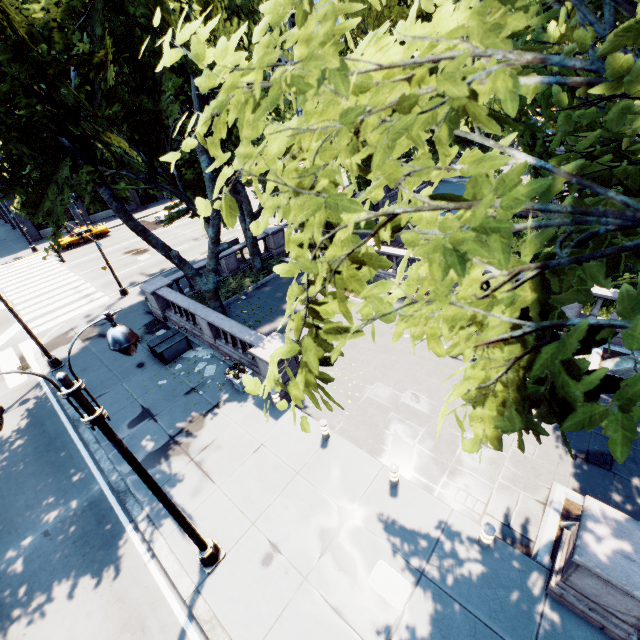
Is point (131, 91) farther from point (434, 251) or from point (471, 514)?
point (471, 514)

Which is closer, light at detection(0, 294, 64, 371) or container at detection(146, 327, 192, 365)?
light at detection(0, 294, 64, 371)

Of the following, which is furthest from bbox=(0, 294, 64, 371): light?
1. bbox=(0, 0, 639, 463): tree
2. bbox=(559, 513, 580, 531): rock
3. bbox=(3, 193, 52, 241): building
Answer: bbox=(3, 193, 52, 241): building

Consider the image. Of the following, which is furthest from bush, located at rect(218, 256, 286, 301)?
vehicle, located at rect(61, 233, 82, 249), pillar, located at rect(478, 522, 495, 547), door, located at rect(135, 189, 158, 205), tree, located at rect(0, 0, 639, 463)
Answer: door, located at rect(135, 189, 158, 205)

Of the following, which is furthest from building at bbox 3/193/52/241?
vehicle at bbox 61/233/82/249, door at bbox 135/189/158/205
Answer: vehicle at bbox 61/233/82/249

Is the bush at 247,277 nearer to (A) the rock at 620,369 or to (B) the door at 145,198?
(A) the rock at 620,369

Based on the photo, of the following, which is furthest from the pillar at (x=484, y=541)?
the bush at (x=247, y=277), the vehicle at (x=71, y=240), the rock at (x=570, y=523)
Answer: the vehicle at (x=71, y=240)

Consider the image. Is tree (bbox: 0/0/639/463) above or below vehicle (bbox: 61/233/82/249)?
above
